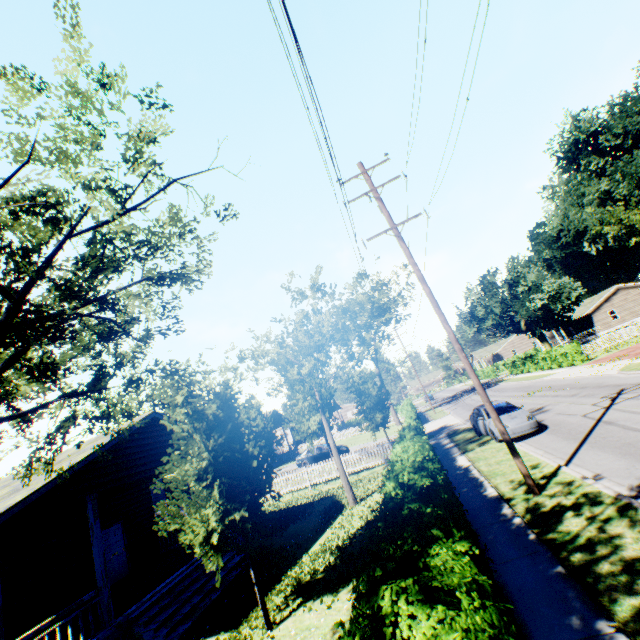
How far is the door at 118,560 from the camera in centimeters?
1405cm

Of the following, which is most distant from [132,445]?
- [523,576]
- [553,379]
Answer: [553,379]

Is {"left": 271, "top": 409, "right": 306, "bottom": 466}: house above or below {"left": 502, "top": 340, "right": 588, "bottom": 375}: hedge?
above

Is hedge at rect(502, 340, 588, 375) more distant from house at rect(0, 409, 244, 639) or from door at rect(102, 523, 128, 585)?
door at rect(102, 523, 128, 585)

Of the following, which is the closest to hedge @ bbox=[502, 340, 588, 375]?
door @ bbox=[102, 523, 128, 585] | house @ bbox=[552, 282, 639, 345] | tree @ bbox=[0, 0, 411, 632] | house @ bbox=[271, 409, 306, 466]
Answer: house @ bbox=[271, 409, 306, 466]

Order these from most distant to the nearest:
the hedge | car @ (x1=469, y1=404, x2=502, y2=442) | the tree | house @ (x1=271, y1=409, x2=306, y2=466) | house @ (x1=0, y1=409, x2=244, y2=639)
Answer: house @ (x1=271, y1=409, x2=306, y2=466)
the hedge
car @ (x1=469, y1=404, x2=502, y2=442)
house @ (x1=0, y1=409, x2=244, y2=639)
the tree

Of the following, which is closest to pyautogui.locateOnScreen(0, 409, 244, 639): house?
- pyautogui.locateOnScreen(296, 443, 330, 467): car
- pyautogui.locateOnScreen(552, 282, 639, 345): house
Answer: pyautogui.locateOnScreen(296, 443, 330, 467): car

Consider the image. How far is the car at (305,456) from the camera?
28.61m
